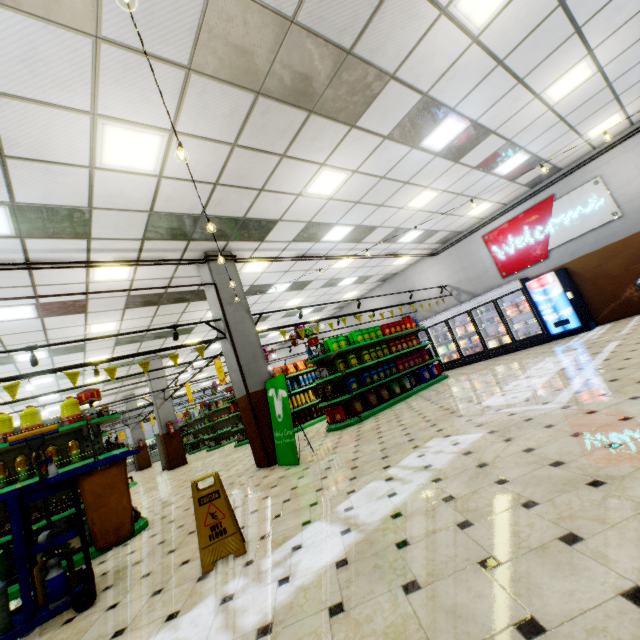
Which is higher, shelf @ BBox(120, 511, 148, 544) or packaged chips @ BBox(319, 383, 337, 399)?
packaged chips @ BBox(319, 383, 337, 399)

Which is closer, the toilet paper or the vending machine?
the toilet paper

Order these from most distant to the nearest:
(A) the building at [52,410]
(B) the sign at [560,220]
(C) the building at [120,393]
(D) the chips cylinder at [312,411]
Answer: (A) the building at [52,410]
(C) the building at [120,393]
(D) the chips cylinder at [312,411]
(B) the sign at [560,220]

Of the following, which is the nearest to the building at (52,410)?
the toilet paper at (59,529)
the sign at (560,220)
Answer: the sign at (560,220)

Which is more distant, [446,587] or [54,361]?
[54,361]

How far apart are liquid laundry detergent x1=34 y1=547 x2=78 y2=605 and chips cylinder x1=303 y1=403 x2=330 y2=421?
8.50m

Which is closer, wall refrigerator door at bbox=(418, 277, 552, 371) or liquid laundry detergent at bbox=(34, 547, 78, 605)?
A: liquid laundry detergent at bbox=(34, 547, 78, 605)

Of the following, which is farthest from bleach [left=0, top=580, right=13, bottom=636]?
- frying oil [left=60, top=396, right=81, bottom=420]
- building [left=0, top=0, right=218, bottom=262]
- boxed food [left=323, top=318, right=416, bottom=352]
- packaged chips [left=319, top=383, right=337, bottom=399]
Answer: boxed food [left=323, top=318, right=416, bottom=352]
